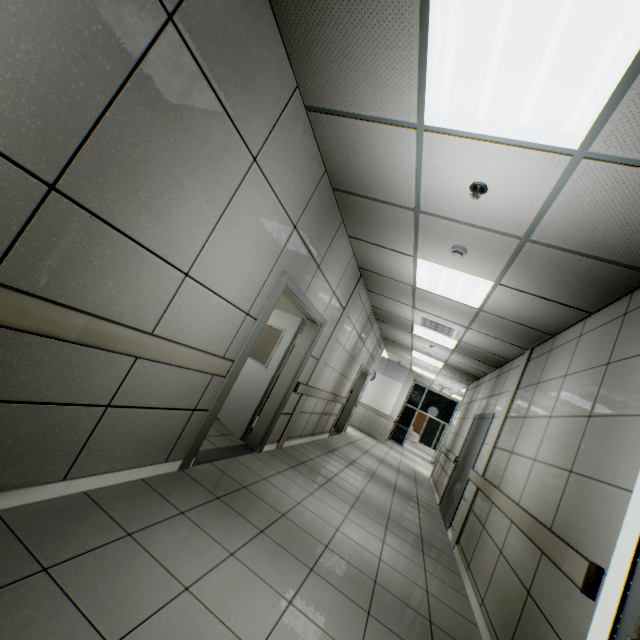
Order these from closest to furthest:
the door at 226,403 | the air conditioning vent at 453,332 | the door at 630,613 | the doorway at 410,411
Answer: the door at 630,613 < the door at 226,403 < the air conditioning vent at 453,332 < the doorway at 410,411

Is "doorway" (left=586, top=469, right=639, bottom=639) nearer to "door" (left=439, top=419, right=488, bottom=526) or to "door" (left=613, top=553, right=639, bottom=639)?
"door" (left=613, top=553, right=639, bottom=639)

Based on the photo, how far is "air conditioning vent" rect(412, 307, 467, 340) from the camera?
5.8 meters

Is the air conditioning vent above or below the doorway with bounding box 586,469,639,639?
above

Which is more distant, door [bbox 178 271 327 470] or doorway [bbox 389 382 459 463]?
doorway [bbox 389 382 459 463]

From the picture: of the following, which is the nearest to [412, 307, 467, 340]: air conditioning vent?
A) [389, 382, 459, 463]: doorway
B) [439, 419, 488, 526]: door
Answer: [439, 419, 488, 526]: door

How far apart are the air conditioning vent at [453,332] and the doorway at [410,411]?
10.9 meters

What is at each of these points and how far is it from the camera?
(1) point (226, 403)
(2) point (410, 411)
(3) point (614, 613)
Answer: (1) door, 5.2 meters
(2) doorway, 16.5 meters
(3) doorway, 1.6 meters
